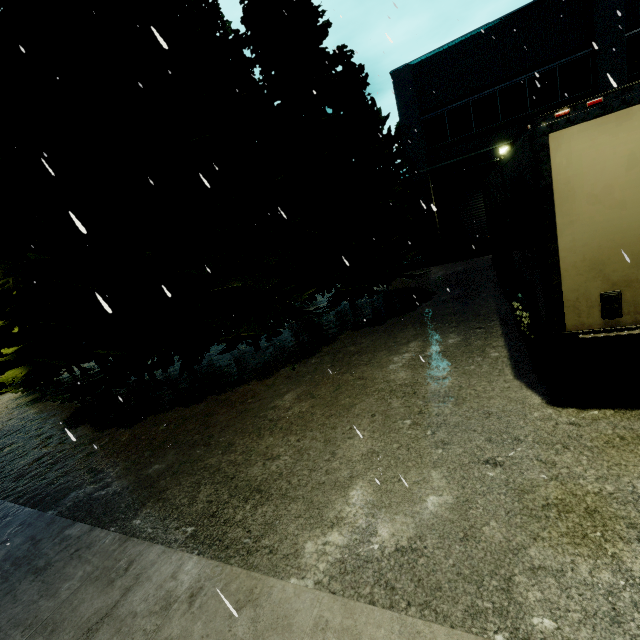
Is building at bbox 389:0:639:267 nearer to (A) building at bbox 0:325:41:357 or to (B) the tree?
(B) the tree

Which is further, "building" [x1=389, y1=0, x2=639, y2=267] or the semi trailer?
"building" [x1=389, y1=0, x2=639, y2=267]

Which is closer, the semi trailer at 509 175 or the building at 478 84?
the semi trailer at 509 175

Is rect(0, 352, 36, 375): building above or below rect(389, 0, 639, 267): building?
below

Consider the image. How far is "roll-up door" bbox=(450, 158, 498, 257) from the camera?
16.52m

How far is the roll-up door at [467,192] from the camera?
16.5 meters

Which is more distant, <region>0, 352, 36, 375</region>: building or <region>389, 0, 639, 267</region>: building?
<region>0, 352, 36, 375</region>: building

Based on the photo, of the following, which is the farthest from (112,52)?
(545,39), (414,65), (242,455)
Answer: → (545,39)
